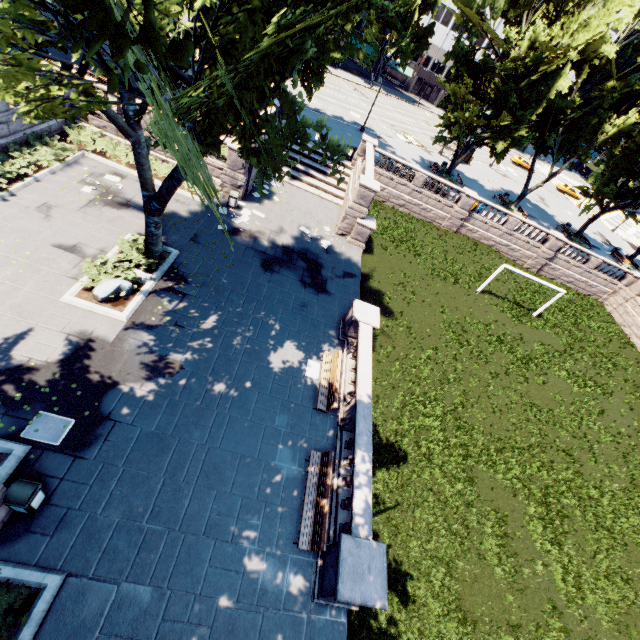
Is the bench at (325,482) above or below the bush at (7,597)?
above

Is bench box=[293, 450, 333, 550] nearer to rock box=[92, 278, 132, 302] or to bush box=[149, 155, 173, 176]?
rock box=[92, 278, 132, 302]

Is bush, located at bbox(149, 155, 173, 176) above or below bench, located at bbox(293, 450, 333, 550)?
below

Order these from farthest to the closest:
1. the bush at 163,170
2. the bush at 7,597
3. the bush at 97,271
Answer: the bush at 163,170 → the bush at 97,271 → the bush at 7,597

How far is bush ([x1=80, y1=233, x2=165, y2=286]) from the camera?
13.12m

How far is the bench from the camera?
9.63m

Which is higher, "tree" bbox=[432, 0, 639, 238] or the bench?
"tree" bbox=[432, 0, 639, 238]

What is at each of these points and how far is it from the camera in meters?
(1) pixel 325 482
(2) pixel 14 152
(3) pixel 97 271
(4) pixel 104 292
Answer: (1) bench, 10.7
(2) bush, 15.6
(3) bush, 13.2
(4) rock, 12.5
